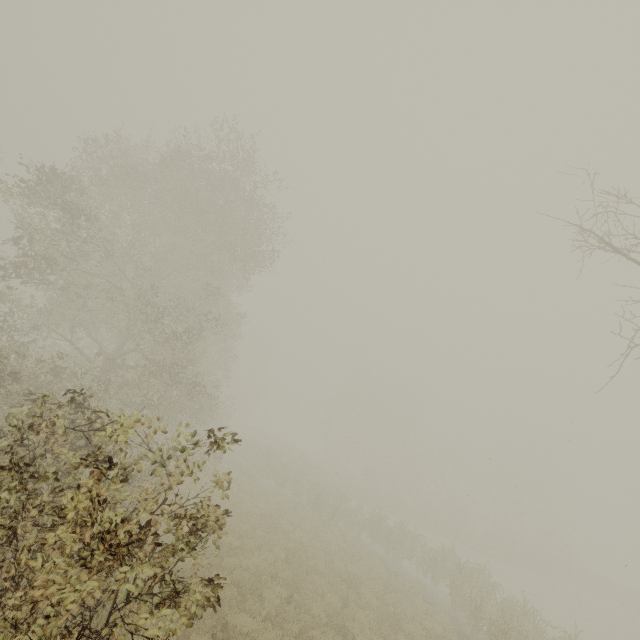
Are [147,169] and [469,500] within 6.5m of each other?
no
